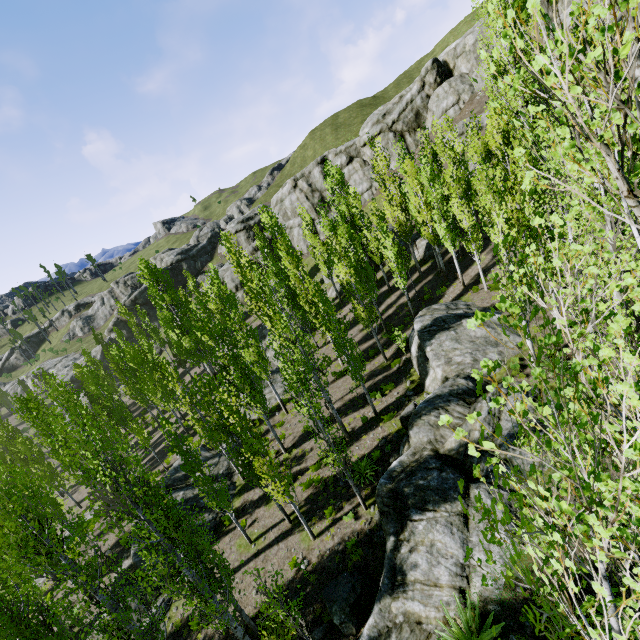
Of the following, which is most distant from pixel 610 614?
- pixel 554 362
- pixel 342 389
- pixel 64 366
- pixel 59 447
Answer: pixel 64 366

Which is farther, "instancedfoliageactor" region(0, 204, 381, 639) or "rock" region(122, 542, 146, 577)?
"rock" region(122, 542, 146, 577)

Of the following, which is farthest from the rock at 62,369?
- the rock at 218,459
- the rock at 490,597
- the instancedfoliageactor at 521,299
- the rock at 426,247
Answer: the rock at 490,597

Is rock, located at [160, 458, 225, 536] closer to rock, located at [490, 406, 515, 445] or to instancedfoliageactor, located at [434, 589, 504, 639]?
instancedfoliageactor, located at [434, 589, 504, 639]

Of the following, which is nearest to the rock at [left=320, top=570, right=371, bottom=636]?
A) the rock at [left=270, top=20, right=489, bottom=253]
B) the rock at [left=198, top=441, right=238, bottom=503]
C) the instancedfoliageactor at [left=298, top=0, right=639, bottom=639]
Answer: the instancedfoliageactor at [left=298, top=0, right=639, bottom=639]

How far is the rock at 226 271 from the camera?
51.25m

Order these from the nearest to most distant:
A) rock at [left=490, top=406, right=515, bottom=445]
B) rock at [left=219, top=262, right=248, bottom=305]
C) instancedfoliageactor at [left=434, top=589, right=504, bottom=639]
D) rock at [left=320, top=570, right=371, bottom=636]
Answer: instancedfoliageactor at [left=434, top=589, right=504, bottom=639] → rock at [left=320, top=570, right=371, bottom=636] → rock at [left=490, top=406, right=515, bottom=445] → rock at [left=219, top=262, right=248, bottom=305]

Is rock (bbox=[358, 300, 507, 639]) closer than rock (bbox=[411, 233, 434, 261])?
Yes
